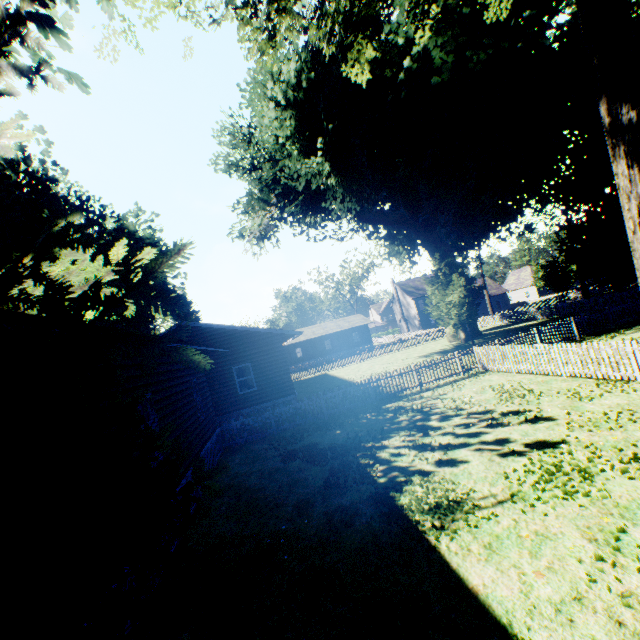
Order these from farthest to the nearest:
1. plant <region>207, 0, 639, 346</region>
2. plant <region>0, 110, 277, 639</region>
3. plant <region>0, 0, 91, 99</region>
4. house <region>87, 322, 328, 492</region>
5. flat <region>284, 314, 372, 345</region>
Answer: flat <region>284, 314, 372, 345</region> → house <region>87, 322, 328, 492</region> → plant <region>207, 0, 639, 346</region> → plant <region>0, 0, 91, 99</region> → plant <region>0, 110, 277, 639</region>

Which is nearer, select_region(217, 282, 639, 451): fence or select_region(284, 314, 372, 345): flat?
select_region(217, 282, 639, 451): fence

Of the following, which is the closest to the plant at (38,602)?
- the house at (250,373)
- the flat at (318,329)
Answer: the house at (250,373)

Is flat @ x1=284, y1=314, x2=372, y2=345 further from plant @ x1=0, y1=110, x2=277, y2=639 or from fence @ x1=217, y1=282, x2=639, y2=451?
plant @ x1=0, y1=110, x2=277, y2=639

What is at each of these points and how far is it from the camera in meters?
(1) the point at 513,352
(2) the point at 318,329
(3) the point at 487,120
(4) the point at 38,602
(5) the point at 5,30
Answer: (1) fence, 14.2 m
(2) flat, 55.3 m
(3) plant, 22.8 m
(4) plant, 1.8 m
(5) plant, 3.5 m

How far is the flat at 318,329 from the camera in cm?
5216

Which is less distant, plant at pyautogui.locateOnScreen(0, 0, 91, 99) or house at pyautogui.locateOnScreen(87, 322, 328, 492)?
plant at pyautogui.locateOnScreen(0, 0, 91, 99)

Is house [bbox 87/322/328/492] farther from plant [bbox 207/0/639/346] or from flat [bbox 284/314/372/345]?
flat [bbox 284/314/372/345]
